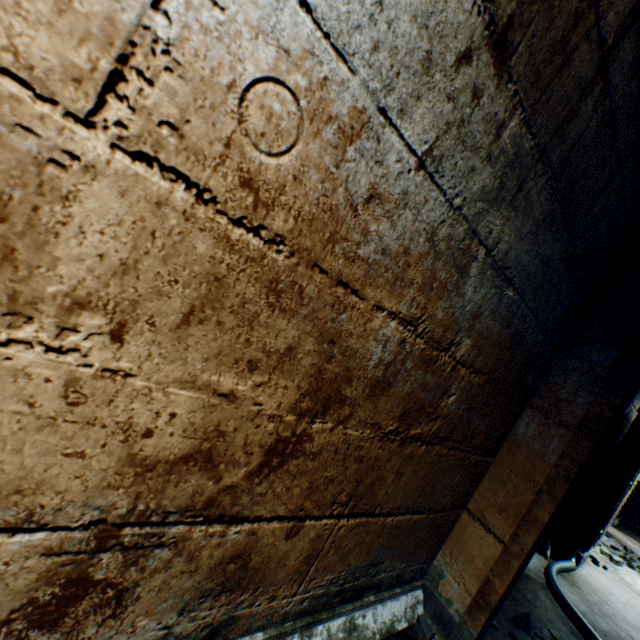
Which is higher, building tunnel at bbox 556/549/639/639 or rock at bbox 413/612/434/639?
rock at bbox 413/612/434/639

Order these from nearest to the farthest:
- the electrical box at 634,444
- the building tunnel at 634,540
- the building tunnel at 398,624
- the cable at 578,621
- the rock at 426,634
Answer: the building tunnel at 398,624
the rock at 426,634
the cable at 578,621
the electrical box at 634,444
the building tunnel at 634,540

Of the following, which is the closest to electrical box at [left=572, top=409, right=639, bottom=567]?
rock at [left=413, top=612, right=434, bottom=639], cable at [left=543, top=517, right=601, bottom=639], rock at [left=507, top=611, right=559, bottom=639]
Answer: cable at [left=543, top=517, right=601, bottom=639]

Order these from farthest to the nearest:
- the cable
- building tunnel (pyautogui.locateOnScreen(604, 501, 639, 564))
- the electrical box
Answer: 1. building tunnel (pyautogui.locateOnScreen(604, 501, 639, 564))
2. the electrical box
3. the cable

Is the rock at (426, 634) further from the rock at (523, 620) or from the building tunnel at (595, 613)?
the rock at (523, 620)

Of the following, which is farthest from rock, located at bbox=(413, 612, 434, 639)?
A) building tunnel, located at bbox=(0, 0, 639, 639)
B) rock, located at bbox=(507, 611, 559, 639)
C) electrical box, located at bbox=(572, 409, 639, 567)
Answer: electrical box, located at bbox=(572, 409, 639, 567)

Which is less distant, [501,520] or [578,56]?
[578,56]

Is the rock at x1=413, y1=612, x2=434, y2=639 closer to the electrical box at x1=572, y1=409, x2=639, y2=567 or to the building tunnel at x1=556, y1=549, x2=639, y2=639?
the building tunnel at x1=556, y1=549, x2=639, y2=639
